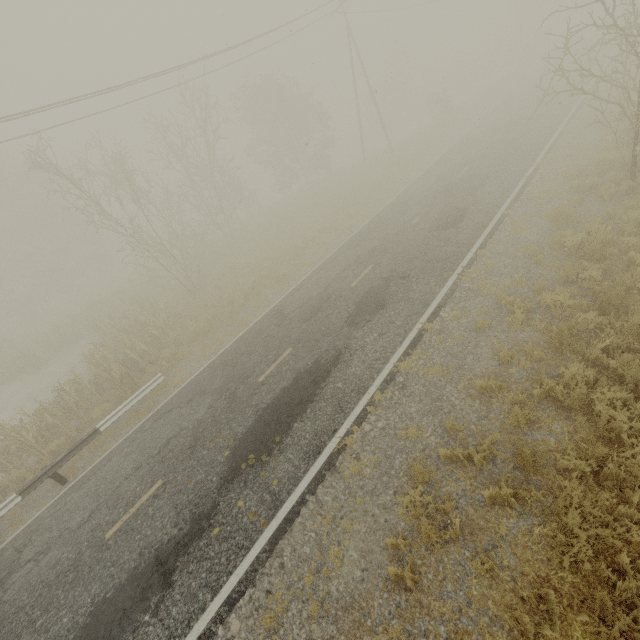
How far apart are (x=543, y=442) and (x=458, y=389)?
1.8m
